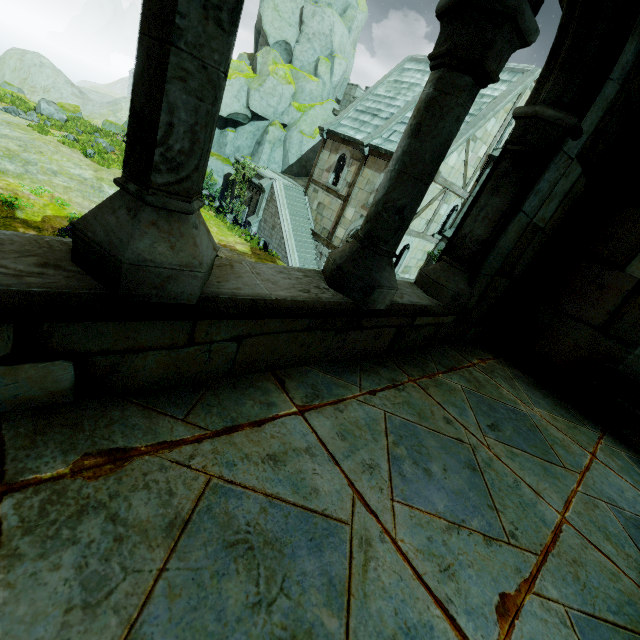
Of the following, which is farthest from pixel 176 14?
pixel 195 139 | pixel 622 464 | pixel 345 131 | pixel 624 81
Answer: pixel 345 131

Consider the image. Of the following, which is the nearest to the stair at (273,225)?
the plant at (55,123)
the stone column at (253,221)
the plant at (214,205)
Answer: the stone column at (253,221)

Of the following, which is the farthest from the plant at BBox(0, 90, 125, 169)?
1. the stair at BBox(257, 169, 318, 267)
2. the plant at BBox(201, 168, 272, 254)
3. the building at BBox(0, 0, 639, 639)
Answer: the building at BBox(0, 0, 639, 639)

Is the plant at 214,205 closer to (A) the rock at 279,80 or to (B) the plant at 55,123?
(A) the rock at 279,80

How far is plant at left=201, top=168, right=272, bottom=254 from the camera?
19.8m

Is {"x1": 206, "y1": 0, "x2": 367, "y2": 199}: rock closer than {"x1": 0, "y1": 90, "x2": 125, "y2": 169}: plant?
No

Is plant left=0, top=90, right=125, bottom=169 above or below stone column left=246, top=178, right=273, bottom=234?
above

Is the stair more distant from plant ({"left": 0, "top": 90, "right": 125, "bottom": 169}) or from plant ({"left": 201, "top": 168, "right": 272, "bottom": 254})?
plant ({"left": 0, "top": 90, "right": 125, "bottom": 169})
